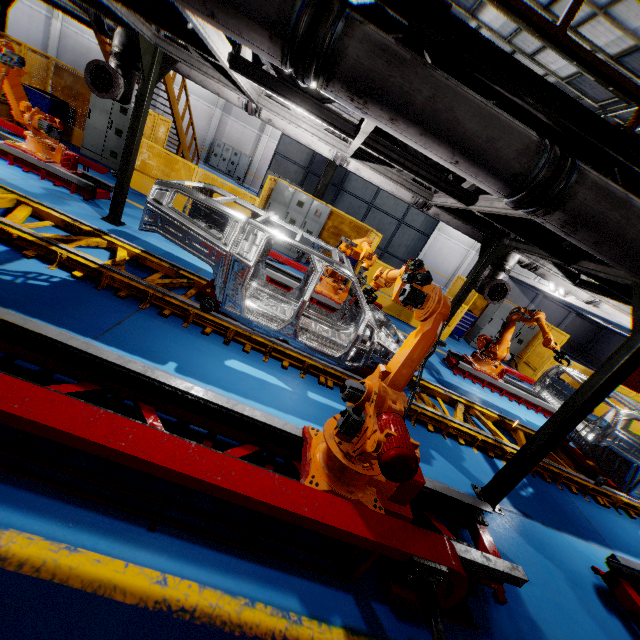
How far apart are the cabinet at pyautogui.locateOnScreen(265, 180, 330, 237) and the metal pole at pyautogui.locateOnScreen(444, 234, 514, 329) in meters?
5.7

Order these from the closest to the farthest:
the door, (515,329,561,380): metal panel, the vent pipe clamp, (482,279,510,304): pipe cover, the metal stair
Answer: the vent pipe clamp, (482,279,510,304): pipe cover, the metal stair, (515,329,561,380): metal panel, the door

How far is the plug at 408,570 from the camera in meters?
2.3

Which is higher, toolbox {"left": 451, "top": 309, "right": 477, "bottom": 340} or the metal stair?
the metal stair

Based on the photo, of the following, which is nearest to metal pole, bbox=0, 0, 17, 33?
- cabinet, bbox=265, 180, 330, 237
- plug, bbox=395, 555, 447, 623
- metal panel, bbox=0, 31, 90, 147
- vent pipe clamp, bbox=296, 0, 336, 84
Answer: metal panel, bbox=0, 31, 90, 147

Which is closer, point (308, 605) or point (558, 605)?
point (308, 605)

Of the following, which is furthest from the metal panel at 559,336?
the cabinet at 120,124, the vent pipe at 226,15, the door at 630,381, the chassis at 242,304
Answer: the door at 630,381

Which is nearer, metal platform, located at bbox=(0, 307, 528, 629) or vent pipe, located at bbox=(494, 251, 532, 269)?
metal platform, located at bbox=(0, 307, 528, 629)
